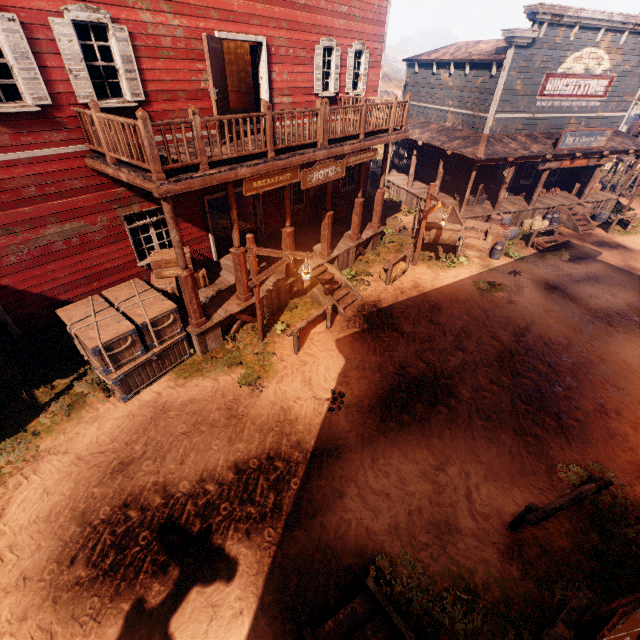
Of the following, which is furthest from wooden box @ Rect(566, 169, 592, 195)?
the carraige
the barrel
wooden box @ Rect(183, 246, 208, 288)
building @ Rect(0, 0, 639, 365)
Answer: wooden box @ Rect(183, 246, 208, 288)

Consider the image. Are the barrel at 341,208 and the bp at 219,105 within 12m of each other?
yes

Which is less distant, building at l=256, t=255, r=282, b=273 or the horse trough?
building at l=256, t=255, r=282, b=273

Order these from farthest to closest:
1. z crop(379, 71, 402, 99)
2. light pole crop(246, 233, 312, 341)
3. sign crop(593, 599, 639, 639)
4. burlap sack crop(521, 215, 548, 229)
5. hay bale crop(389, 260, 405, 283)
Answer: z crop(379, 71, 402, 99) → burlap sack crop(521, 215, 548, 229) → hay bale crop(389, 260, 405, 283) → light pole crop(246, 233, 312, 341) → sign crop(593, 599, 639, 639)

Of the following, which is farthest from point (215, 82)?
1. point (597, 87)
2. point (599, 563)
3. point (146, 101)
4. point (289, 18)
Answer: point (597, 87)

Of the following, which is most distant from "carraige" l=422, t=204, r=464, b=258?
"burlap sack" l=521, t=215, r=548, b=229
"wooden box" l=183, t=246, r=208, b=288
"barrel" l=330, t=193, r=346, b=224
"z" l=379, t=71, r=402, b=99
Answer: "wooden box" l=183, t=246, r=208, b=288

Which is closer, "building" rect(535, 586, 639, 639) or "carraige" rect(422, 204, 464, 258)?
"building" rect(535, 586, 639, 639)

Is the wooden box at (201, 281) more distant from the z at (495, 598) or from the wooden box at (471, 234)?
the wooden box at (471, 234)
